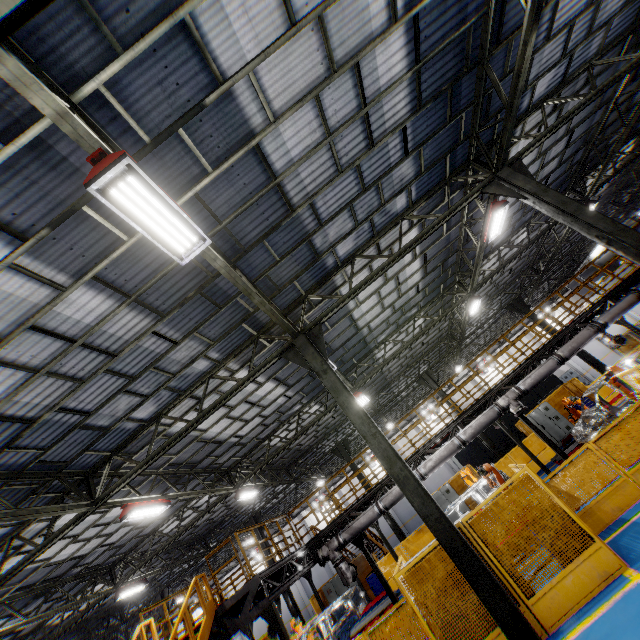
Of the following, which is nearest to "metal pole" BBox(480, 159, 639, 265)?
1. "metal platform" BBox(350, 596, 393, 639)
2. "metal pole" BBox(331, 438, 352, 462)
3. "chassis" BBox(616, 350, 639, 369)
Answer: "chassis" BBox(616, 350, 639, 369)

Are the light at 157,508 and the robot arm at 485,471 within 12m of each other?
yes

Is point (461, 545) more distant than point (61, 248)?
Yes

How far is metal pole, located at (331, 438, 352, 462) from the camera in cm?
2175

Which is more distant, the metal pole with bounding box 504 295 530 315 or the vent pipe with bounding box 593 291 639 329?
the metal pole with bounding box 504 295 530 315

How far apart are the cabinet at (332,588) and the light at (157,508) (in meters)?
13.78

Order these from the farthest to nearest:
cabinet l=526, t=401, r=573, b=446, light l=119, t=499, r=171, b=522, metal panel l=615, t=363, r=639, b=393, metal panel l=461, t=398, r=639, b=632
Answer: cabinet l=526, t=401, r=573, b=446 → light l=119, t=499, r=171, b=522 → metal panel l=615, t=363, r=639, b=393 → metal panel l=461, t=398, r=639, b=632

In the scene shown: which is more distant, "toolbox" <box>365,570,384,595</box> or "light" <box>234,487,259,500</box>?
"toolbox" <box>365,570,384,595</box>
